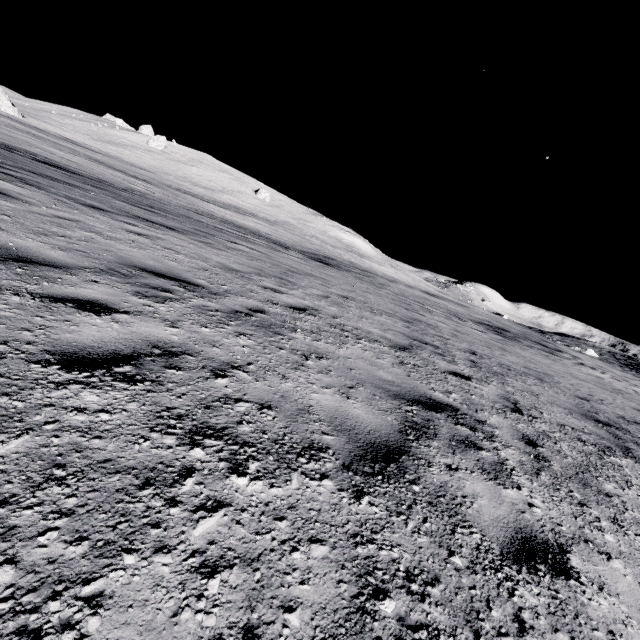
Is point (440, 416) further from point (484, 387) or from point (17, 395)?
point (17, 395)
